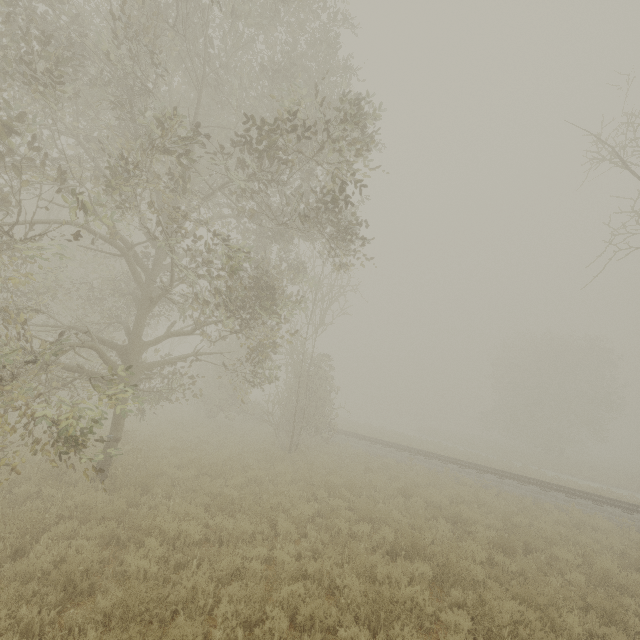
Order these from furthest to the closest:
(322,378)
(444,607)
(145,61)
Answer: (322,378) < (145,61) < (444,607)
